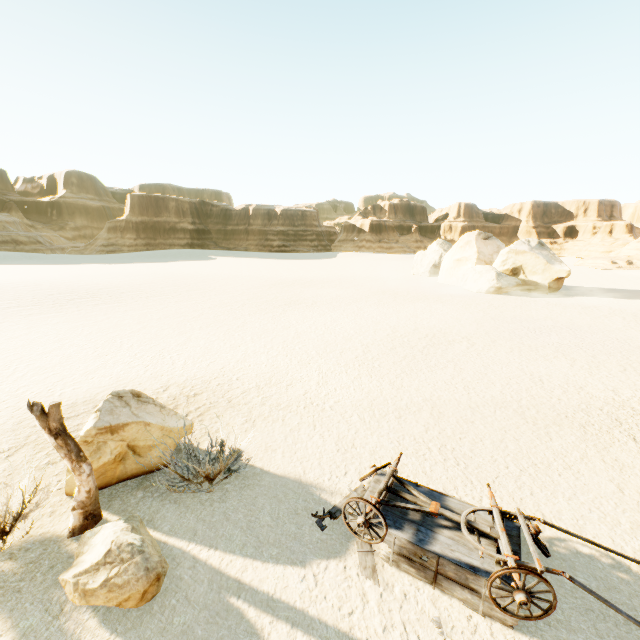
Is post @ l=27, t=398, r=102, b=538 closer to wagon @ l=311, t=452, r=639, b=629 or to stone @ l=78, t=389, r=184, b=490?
stone @ l=78, t=389, r=184, b=490

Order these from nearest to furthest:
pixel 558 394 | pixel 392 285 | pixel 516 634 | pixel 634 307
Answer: pixel 516 634, pixel 558 394, pixel 634 307, pixel 392 285

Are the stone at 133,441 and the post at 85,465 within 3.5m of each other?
yes

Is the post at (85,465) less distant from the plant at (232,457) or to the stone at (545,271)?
the plant at (232,457)

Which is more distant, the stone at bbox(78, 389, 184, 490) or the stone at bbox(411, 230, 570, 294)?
the stone at bbox(411, 230, 570, 294)

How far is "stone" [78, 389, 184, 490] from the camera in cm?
577

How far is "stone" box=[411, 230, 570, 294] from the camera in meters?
28.2 m

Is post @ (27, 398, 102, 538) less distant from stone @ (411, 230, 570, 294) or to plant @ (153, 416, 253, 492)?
plant @ (153, 416, 253, 492)
